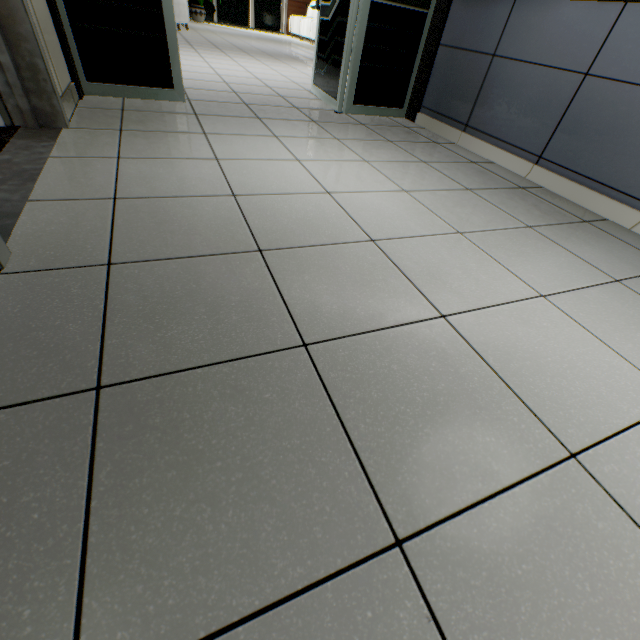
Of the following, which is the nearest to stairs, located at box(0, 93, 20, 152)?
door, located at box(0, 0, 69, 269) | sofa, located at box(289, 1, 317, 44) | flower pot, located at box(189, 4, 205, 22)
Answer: door, located at box(0, 0, 69, 269)

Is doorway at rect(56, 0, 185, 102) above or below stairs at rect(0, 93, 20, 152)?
above

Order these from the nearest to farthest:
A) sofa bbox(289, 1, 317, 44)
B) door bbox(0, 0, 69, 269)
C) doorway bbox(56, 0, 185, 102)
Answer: door bbox(0, 0, 69, 269)
doorway bbox(56, 0, 185, 102)
sofa bbox(289, 1, 317, 44)

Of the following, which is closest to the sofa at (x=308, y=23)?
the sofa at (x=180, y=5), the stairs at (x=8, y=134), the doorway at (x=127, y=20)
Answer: the sofa at (x=180, y=5)

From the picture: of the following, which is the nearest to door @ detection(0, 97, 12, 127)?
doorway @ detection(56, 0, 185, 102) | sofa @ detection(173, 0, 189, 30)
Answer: doorway @ detection(56, 0, 185, 102)

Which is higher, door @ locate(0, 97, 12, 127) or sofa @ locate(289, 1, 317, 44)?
sofa @ locate(289, 1, 317, 44)

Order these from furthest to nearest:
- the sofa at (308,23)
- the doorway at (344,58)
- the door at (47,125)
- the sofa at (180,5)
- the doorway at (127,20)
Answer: the sofa at (308,23)
the sofa at (180,5)
the doorway at (344,58)
the doorway at (127,20)
the door at (47,125)

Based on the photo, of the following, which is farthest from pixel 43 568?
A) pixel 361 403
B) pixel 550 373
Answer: pixel 550 373
